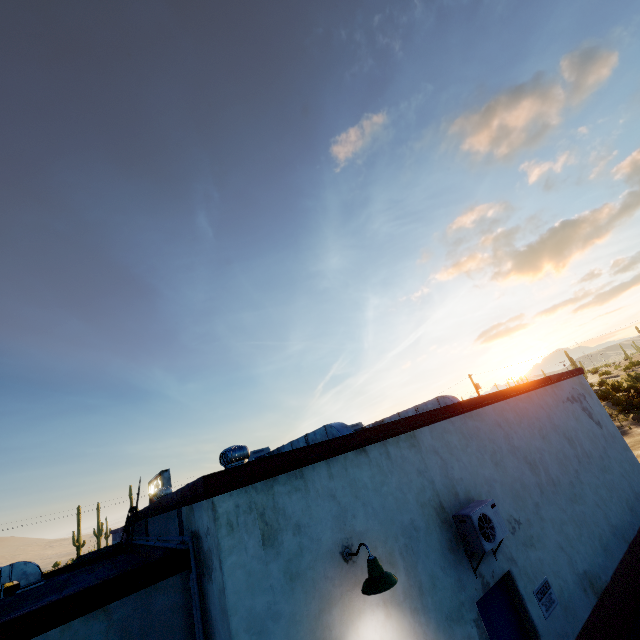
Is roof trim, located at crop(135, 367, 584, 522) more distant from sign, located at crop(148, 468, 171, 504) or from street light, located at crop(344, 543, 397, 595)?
sign, located at crop(148, 468, 171, 504)

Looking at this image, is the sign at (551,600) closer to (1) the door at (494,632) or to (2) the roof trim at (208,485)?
(1) the door at (494,632)

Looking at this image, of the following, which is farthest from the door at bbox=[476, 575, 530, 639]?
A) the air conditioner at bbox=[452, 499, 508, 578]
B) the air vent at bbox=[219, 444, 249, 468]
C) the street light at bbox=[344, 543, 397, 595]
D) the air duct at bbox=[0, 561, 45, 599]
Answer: the air duct at bbox=[0, 561, 45, 599]

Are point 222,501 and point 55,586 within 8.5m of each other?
yes

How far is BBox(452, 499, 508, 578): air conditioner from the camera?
5.11m

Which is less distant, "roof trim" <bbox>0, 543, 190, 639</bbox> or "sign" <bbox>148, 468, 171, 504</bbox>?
"roof trim" <bbox>0, 543, 190, 639</bbox>

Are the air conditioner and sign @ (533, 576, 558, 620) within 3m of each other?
yes

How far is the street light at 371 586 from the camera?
3.7 meters
